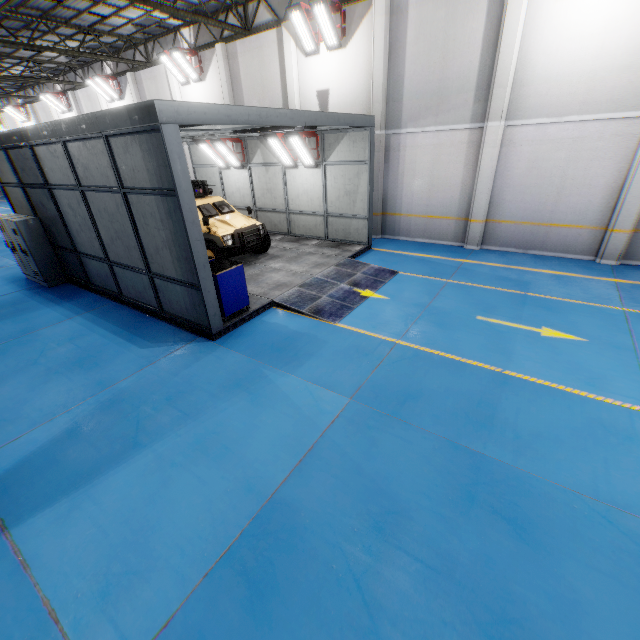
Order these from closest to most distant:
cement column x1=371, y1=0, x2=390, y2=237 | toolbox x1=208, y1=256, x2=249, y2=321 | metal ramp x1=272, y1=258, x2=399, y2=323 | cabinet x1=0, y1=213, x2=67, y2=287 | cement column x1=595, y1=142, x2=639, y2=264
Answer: toolbox x1=208, y1=256, x2=249, y2=321
metal ramp x1=272, y1=258, x2=399, y2=323
cement column x1=595, y1=142, x2=639, y2=264
cabinet x1=0, y1=213, x2=67, y2=287
cement column x1=371, y1=0, x2=390, y2=237

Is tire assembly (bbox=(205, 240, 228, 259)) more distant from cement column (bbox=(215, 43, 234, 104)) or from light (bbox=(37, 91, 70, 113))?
light (bbox=(37, 91, 70, 113))

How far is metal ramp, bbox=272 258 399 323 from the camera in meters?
8.2 m

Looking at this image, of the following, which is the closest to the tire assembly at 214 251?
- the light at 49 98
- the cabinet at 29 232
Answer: the cabinet at 29 232

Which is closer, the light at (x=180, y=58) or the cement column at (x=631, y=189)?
the cement column at (x=631, y=189)

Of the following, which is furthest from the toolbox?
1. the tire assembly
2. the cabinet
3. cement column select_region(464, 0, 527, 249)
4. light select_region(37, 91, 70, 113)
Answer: light select_region(37, 91, 70, 113)

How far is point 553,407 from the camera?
5.0m

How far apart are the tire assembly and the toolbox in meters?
2.5 m
